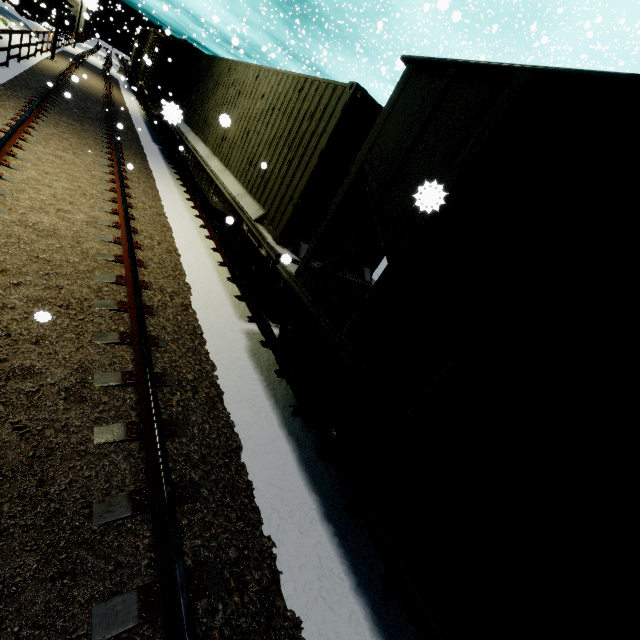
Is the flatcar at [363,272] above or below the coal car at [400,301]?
below

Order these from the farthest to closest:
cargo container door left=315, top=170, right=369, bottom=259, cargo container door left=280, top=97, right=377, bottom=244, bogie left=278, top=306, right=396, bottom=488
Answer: cargo container door left=315, top=170, right=369, bottom=259
cargo container door left=280, top=97, right=377, bottom=244
bogie left=278, top=306, right=396, bottom=488

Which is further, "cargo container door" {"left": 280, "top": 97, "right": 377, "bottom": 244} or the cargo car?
the cargo car

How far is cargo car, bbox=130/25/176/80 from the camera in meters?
22.5 m

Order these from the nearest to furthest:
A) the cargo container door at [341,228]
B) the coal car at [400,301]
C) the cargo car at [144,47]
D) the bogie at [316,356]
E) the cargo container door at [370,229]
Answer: the coal car at [400,301]
the bogie at [316,356]
the cargo container door at [341,228]
the cargo container door at [370,229]
the cargo car at [144,47]

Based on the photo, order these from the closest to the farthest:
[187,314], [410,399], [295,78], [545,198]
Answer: [545,198] → [410,399] → [187,314] → [295,78]

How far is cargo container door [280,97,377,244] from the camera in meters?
5.0 m

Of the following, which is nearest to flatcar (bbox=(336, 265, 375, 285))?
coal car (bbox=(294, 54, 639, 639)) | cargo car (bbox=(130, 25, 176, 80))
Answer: coal car (bbox=(294, 54, 639, 639))
